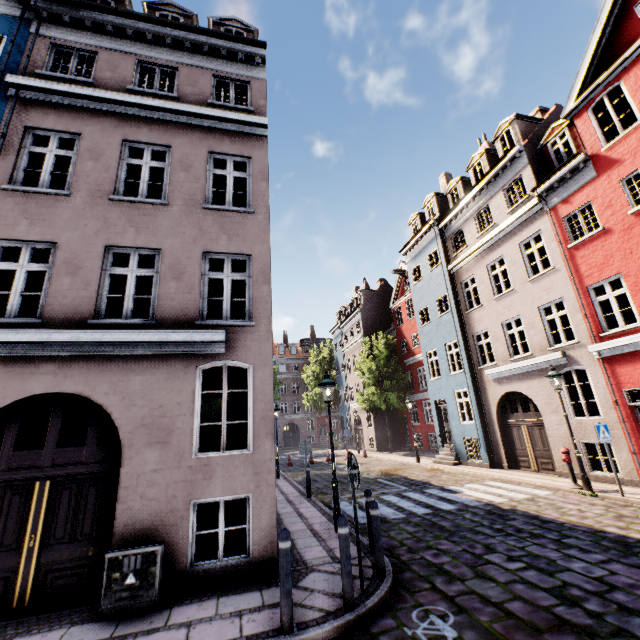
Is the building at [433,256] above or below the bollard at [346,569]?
above

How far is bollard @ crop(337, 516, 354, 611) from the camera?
4.4m

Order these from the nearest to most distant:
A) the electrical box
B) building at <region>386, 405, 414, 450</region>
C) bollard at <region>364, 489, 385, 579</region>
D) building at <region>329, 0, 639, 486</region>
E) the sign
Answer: the electrical box
bollard at <region>364, 489, 385, 579</region>
the sign
building at <region>329, 0, 639, 486</region>
building at <region>386, 405, 414, 450</region>

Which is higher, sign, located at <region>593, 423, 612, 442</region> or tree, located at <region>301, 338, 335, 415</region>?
tree, located at <region>301, 338, 335, 415</region>

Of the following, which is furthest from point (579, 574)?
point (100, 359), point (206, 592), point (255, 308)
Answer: point (100, 359)

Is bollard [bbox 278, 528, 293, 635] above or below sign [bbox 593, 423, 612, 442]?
below

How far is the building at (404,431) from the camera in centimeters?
2742cm

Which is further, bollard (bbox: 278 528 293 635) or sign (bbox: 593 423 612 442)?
sign (bbox: 593 423 612 442)
